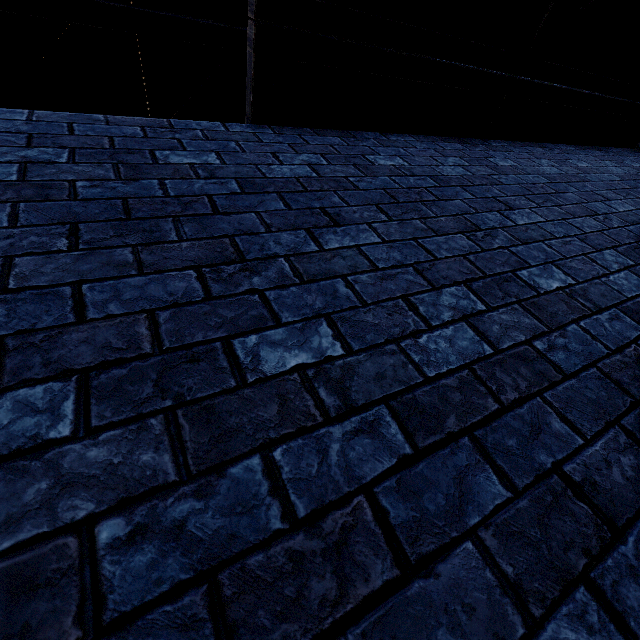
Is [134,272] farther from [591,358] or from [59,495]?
[591,358]
